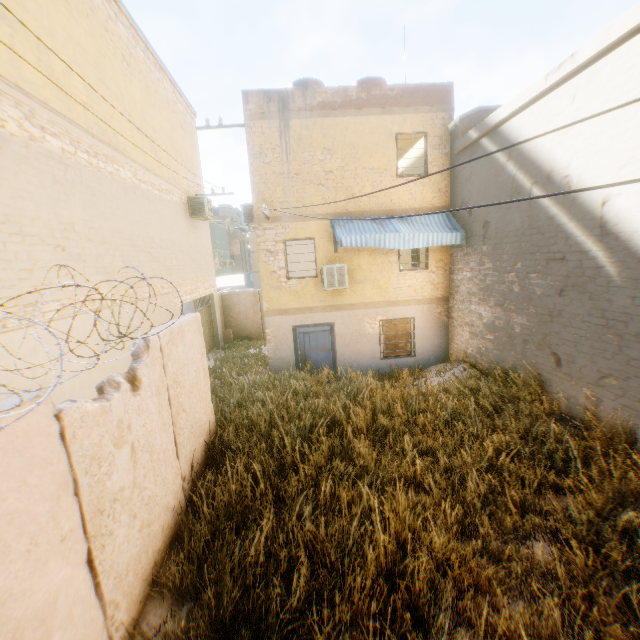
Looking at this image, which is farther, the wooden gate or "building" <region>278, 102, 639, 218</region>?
the wooden gate

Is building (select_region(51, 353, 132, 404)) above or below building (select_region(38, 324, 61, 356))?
below

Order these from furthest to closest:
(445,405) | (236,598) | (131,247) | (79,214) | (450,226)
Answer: (450,226)
(445,405)
(131,247)
(79,214)
(236,598)

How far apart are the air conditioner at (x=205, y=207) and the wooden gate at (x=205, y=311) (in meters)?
3.19

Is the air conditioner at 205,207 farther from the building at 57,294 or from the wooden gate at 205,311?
the wooden gate at 205,311

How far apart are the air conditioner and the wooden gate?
3.19m

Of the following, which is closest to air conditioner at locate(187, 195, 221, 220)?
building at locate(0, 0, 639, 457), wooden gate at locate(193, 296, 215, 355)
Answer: building at locate(0, 0, 639, 457)
